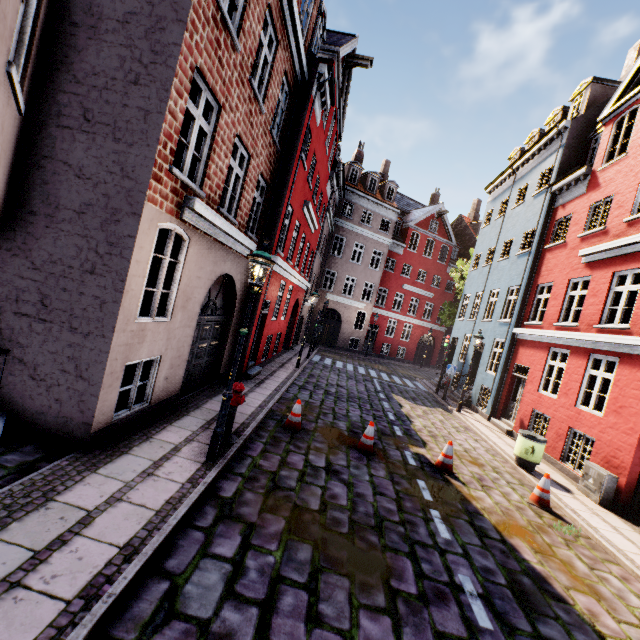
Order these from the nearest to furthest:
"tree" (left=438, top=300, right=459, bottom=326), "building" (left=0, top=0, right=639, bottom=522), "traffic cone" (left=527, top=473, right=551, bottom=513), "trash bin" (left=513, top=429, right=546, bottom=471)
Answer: "building" (left=0, top=0, right=639, bottom=522), "traffic cone" (left=527, top=473, right=551, bottom=513), "trash bin" (left=513, top=429, right=546, bottom=471), "tree" (left=438, top=300, right=459, bottom=326)

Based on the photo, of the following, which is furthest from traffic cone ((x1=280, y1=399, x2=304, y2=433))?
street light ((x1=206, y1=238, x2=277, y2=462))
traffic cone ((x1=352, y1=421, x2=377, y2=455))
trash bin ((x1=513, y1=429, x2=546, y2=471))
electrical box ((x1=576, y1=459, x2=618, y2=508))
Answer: electrical box ((x1=576, y1=459, x2=618, y2=508))

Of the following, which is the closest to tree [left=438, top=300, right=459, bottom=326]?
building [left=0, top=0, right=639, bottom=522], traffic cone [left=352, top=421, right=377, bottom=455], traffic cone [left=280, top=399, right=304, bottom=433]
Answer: building [left=0, top=0, right=639, bottom=522]

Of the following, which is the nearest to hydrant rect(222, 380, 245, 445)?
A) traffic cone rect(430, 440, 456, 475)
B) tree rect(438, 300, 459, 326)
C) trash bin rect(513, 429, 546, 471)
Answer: traffic cone rect(430, 440, 456, 475)

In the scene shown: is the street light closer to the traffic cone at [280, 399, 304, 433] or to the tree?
the traffic cone at [280, 399, 304, 433]

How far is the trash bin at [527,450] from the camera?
9.24m

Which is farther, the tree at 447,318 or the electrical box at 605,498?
the tree at 447,318

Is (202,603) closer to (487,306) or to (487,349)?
(487,349)
